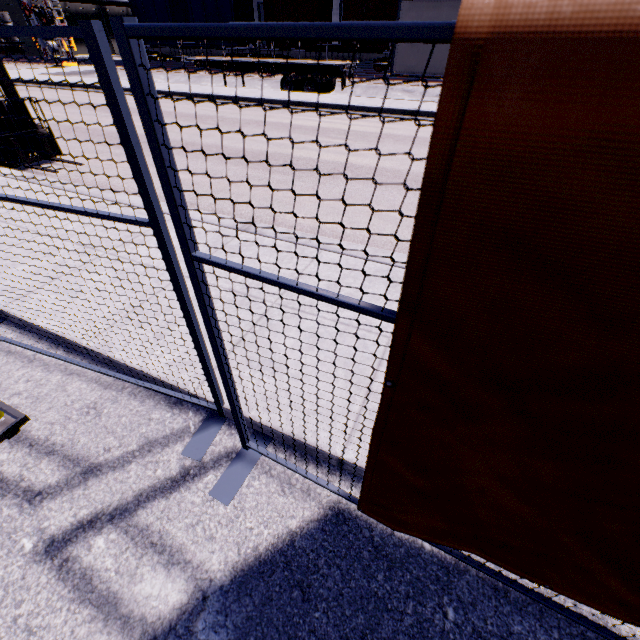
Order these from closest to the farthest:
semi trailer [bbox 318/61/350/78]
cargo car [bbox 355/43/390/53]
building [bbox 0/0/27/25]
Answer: semi trailer [bbox 318/61/350/78] < cargo car [bbox 355/43/390/53] < building [bbox 0/0/27/25]

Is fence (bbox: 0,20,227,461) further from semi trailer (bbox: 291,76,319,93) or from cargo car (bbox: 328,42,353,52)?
cargo car (bbox: 328,42,353,52)

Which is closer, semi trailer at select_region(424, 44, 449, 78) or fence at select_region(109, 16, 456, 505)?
fence at select_region(109, 16, 456, 505)

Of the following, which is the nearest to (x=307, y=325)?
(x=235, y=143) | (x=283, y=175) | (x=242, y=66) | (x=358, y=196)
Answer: (x=358, y=196)

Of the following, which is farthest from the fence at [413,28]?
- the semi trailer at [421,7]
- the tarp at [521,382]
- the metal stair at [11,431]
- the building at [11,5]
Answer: the semi trailer at [421,7]

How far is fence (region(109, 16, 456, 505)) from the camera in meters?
0.6 m

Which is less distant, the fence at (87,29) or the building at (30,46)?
the fence at (87,29)

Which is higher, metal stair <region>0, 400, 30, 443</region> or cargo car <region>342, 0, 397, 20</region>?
cargo car <region>342, 0, 397, 20</region>
